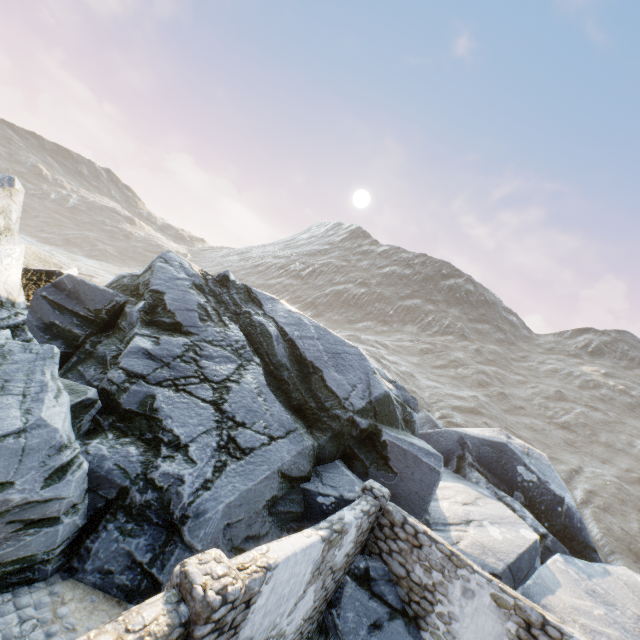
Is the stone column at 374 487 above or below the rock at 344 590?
above

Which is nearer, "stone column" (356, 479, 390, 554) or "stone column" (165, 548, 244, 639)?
"stone column" (165, 548, 244, 639)

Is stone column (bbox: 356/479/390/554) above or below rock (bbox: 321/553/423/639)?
above

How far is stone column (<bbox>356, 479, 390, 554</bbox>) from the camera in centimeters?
855cm

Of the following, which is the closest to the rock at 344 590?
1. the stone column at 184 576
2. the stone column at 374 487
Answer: the stone column at 374 487

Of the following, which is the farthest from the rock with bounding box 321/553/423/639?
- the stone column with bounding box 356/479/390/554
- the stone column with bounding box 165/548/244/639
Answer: the stone column with bounding box 165/548/244/639

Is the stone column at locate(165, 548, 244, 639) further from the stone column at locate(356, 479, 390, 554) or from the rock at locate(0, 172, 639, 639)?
the stone column at locate(356, 479, 390, 554)

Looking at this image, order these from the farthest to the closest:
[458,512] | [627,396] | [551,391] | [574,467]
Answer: [627,396] → [551,391] → [574,467] → [458,512]
